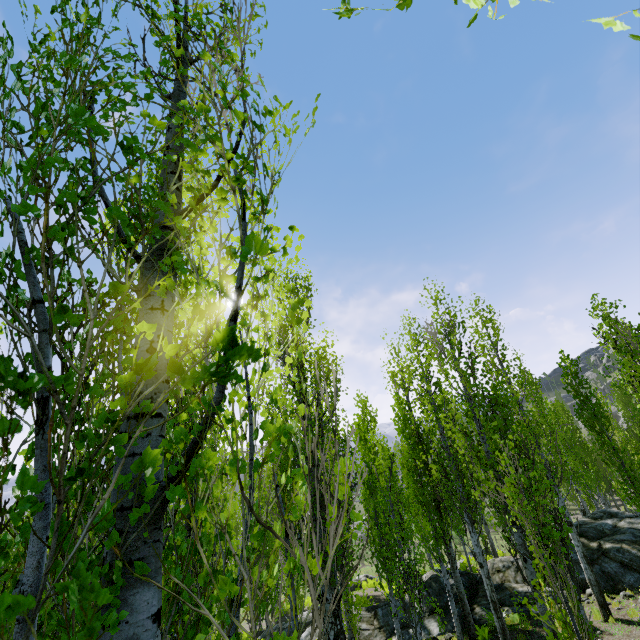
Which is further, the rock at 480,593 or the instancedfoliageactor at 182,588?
the rock at 480,593

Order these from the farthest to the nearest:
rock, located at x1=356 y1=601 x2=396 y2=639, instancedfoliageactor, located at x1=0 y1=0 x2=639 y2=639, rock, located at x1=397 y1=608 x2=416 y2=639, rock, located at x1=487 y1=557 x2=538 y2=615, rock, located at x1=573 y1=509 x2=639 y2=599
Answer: rock, located at x1=356 y1=601 x2=396 y2=639 < rock, located at x1=397 y1=608 x2=416 y2=639 < rock, located at x1=487 y1=557 x2=538 y2=615 < rock, located at x1=573 y1=509 x2=639 y2=599 < instancedfoliageactor, located at x1=0 y1=0 x2=639 y2=639

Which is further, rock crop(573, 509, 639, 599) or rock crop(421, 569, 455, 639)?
rock crop(421, 569, 455, 639)

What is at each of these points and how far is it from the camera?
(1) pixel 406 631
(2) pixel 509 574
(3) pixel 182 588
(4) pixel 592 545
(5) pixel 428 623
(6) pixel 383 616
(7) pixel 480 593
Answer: (1) rock, 13.30m
(2) rock, 14.15m
(3) instancedfoliageactor, 3.32m
(4) rock, 13.88m
(5) rock, 13.23m
(6) rock, 14.62m
(7) rock, 13.81m

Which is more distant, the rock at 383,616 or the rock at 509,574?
the rock at 383,616
